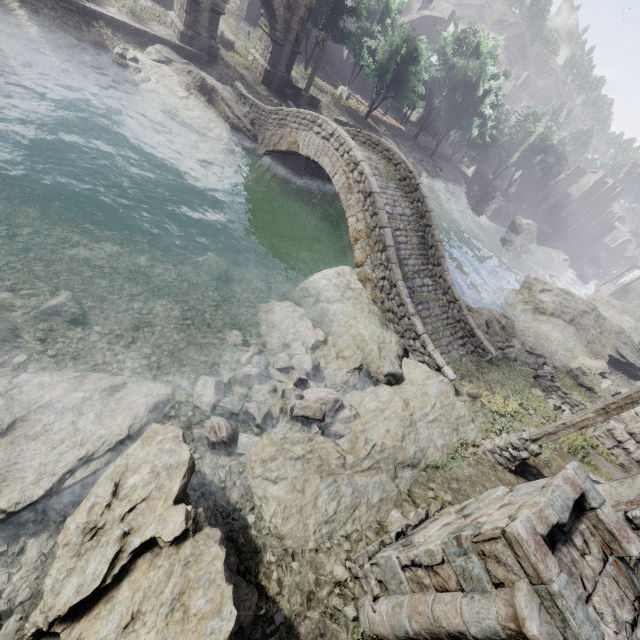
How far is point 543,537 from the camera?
3.6 meters

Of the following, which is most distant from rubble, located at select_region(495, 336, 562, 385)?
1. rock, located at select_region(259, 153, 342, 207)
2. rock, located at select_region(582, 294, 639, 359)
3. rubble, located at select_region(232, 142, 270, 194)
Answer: rubble, located at select_region(232, 142, 270, 194)

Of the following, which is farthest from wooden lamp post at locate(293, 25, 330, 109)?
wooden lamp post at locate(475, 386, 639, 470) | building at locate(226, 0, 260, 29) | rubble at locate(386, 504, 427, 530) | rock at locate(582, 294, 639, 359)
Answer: rubble at locate(386, 504, 427, 530)

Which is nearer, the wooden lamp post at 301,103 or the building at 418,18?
the wooden lamp post at 301,103

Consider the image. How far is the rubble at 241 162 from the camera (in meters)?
16.88

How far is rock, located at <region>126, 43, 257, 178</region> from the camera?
15.9 meters

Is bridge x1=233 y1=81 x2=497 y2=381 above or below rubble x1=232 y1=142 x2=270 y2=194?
above

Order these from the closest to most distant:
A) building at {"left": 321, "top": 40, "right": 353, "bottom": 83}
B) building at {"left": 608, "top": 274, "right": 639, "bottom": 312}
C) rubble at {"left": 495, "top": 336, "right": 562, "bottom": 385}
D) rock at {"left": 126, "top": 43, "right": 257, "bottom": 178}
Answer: rubble at {"left": 495, "top": 336, "right": 562, "bottom": 385}
rock at {"left": 126, "top": 43, "right": 257, "bottom": 178}
building at {"left": 321, "top": 40, "right": 353, "bottom": 83}
building at {"left": 608, "top": 274, "right": 639, "bottom": 312}
